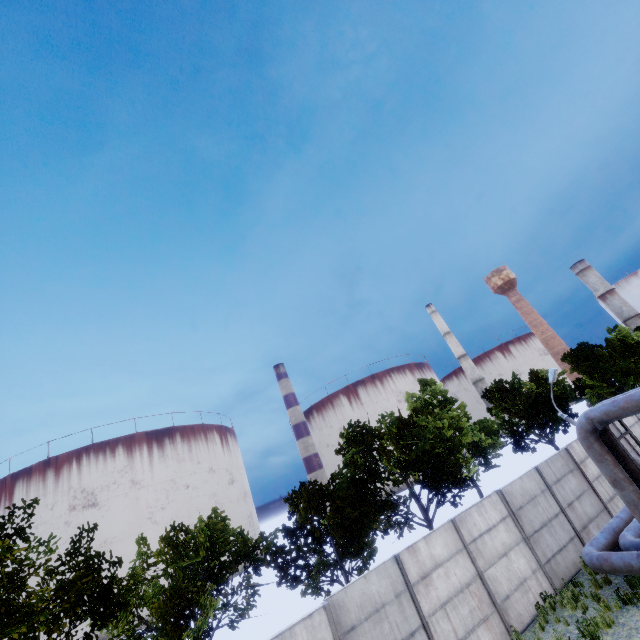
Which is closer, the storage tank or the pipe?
the pipe

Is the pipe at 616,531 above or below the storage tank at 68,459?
below

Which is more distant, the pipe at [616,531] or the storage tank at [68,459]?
the storage tank at [68,459]

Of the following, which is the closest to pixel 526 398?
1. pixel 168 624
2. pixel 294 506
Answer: pixel 294 506

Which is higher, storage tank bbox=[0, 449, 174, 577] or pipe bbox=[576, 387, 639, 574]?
storage tank bbox=[0, 449, 174, 577]
